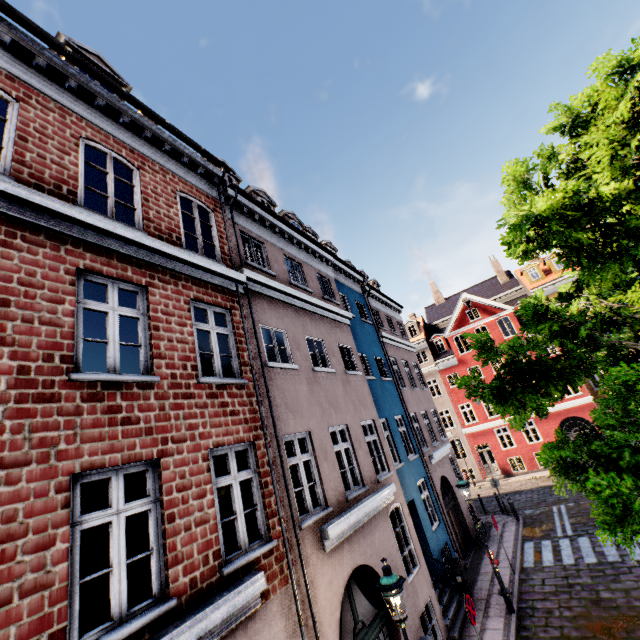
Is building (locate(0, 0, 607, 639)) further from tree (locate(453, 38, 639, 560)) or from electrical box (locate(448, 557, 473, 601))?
tree (locate(453, 38, 639, 560))

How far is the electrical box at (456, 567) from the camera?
11.0m

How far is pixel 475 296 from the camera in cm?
3038

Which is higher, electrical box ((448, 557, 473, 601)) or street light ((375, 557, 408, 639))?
street light ((375, 557, 408, 639))

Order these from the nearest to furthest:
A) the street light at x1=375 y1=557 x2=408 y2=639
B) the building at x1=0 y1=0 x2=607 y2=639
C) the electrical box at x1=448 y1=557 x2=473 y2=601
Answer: the building at x1=0 y1=0 x2=607 y2=639 < the street light at x1=375 y1=557 x2=408 y2=639 < the electrical box at x1=448 y1=557 x2=473 y2=601

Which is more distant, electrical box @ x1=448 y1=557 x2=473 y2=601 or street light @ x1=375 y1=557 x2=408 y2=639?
electrical box @ x1=448 y1=557 x2=473 y2=601

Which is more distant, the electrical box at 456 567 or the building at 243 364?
the electrical box at 456 567

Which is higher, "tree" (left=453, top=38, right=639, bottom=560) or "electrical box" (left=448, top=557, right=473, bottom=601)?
"tree" (left=453, top=38, right=639, bottom=560)
